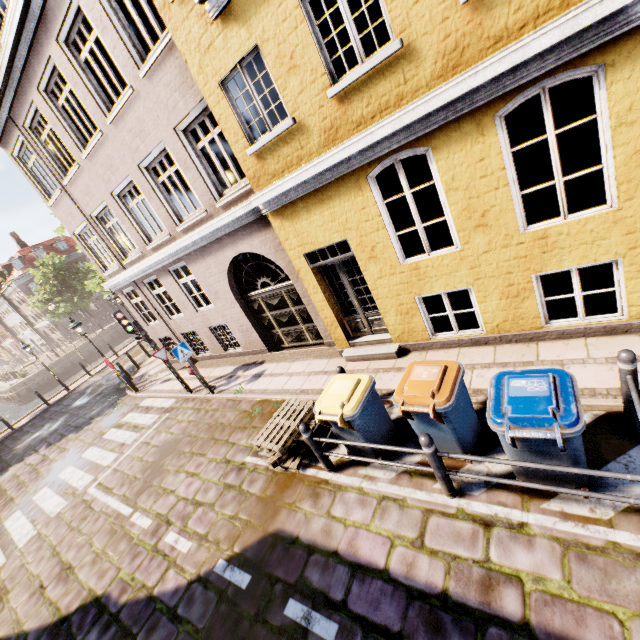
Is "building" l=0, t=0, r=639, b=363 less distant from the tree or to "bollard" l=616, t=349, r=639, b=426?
"bollard" l=616, t=349, r=639, b=426

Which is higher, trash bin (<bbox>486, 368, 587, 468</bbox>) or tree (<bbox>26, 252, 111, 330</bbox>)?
tree (<bbox>26, 252, 111, 330</bbox>)

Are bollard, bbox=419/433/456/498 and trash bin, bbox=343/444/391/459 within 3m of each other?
yes

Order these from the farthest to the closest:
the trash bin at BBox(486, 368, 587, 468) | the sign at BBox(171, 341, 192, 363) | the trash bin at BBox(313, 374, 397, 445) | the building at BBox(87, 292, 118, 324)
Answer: the building at BBox(87, 292, 118, 324)
the sign at BBox(171, 341, 192, 363)
the trash bin at BBox(313, 374, 397, 445)
the trash bin at BBox(486, 368, 587, 468)

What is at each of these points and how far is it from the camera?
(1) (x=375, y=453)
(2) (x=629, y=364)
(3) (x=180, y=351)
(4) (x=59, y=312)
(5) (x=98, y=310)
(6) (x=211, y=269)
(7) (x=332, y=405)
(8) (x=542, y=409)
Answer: (1) trash bin, 5.1 meters
(2) bollard, 3.6 meters
(3) sign, 9.4 meters
(4) tree, 36.6 meters
(5) building, 49.3 meters
(6) building, 9.8 meters
(7) trash bin, 4.8 meters
(8) trash bin, 3.2 meters

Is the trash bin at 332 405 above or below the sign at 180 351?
below

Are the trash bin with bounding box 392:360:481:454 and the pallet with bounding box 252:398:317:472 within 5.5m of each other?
yes

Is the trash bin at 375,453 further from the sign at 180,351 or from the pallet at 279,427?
the sign at 180,351
